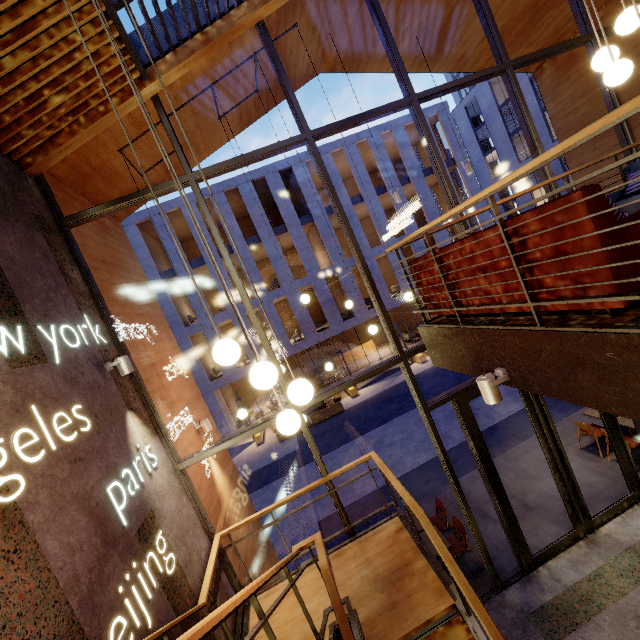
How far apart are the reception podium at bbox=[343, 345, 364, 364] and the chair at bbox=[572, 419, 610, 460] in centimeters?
2040cm

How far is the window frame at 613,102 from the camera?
6.2 meters

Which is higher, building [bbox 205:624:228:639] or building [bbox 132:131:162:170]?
building [bbox 132:131:162:170]

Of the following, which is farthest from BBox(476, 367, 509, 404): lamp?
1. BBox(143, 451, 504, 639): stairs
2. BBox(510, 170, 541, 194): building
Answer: BBox(510, 170, 541, 194): building

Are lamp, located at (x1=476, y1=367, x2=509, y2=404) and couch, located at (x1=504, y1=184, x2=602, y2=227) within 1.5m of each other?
yes

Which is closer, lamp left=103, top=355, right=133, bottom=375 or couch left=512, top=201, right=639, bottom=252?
couch left=512, top=201, right=639, bottom=252

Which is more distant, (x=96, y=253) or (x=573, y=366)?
(x=96, y=253)

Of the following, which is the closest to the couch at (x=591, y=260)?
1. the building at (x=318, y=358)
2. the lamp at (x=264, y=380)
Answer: the lamp at (x=264, y=380)
